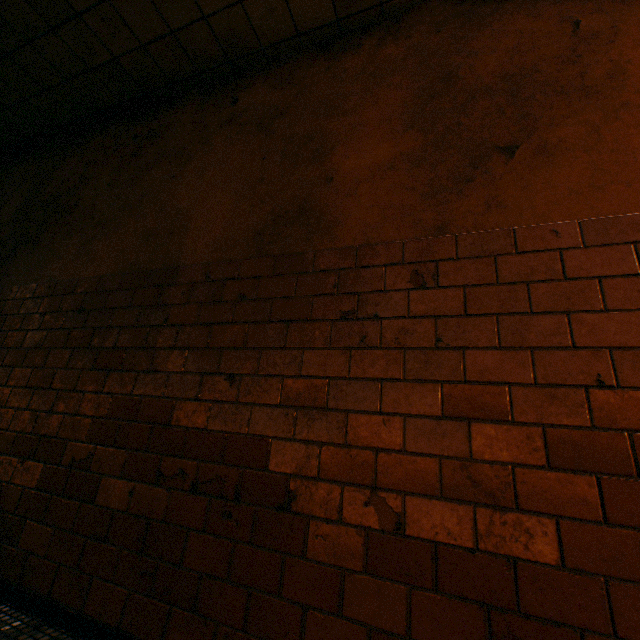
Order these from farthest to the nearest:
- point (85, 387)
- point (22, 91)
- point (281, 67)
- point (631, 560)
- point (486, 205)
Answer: point (22, 91) < point (281, 67) < point (85, 387) < point (486, 205) < point (631, 560)
